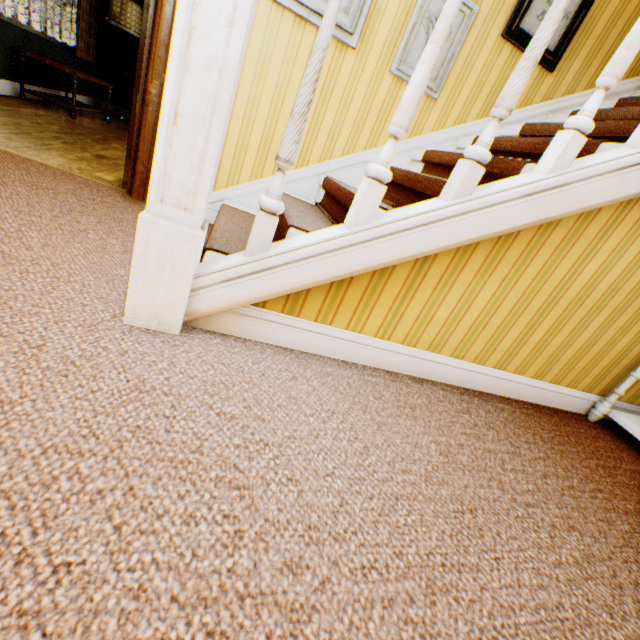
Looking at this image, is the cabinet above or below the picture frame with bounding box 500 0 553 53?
below

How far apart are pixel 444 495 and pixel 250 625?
0.7 meters

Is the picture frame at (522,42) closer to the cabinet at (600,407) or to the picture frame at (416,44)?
the picture frame at (416,44)

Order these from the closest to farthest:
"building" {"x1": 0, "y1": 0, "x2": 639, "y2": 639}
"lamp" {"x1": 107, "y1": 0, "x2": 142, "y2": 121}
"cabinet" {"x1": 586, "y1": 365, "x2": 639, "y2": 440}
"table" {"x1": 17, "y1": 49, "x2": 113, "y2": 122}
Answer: "building" {"x1": 0, "y1": 0, "x2": 639, "y2": 639} → "cabinet" {"x1": 586, "y1": 365, "x2": 639, "y2": 440} → "table" {"x1": 17, "y1": 49, "x2": 113, "y2": 122} → "lamp" {"x1": 107, "y1": 0, "x2": 142, "y2": 121}

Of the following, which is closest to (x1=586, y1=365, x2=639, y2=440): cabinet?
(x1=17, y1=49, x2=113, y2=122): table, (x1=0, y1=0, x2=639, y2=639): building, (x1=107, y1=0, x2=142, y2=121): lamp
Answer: (x1=0, y1=0, x2=639, y2=639): building

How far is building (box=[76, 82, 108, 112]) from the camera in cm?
570

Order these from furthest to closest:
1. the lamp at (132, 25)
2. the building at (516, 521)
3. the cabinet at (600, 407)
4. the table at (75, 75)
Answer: the lamp at (132, 25)
the table at (75, 75)
the cabinet at (600, 407)
the building at (516, 521)

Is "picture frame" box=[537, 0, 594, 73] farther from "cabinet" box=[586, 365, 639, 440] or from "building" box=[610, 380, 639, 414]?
"cabinet" box=[586, 365, 639, 440]
